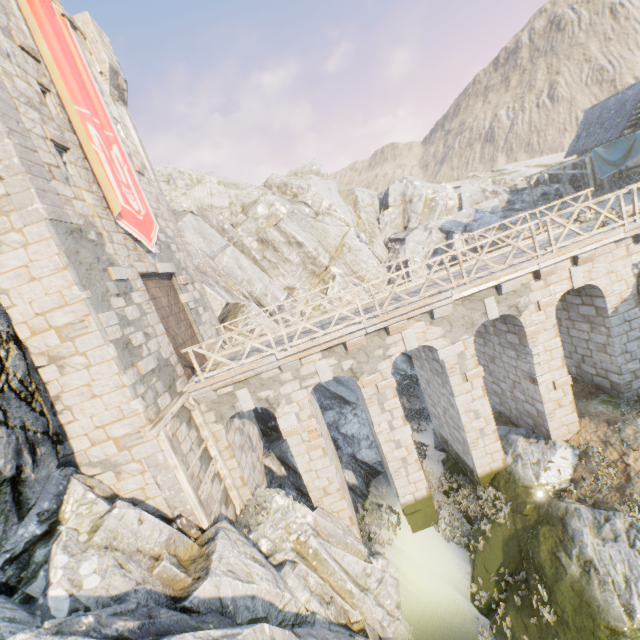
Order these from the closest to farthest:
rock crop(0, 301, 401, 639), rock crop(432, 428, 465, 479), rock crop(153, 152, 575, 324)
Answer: rock crop(0, 301, 401, 639), rock crop(432, 428, 465, 479), rock crop(153, 152, 575, 324)

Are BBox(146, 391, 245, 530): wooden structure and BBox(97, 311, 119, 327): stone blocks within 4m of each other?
yes

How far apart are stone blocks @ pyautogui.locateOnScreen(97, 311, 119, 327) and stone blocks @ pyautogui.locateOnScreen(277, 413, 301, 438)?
5.62m

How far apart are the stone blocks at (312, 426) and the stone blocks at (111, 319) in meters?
5.6 m

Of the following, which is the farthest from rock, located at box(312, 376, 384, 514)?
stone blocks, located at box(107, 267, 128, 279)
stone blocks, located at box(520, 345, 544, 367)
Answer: stone blocks, located at box(520, 345, 544, 367)

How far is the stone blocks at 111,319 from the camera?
7.6m

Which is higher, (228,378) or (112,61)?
(112,61)

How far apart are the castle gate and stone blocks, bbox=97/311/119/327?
2.21m
